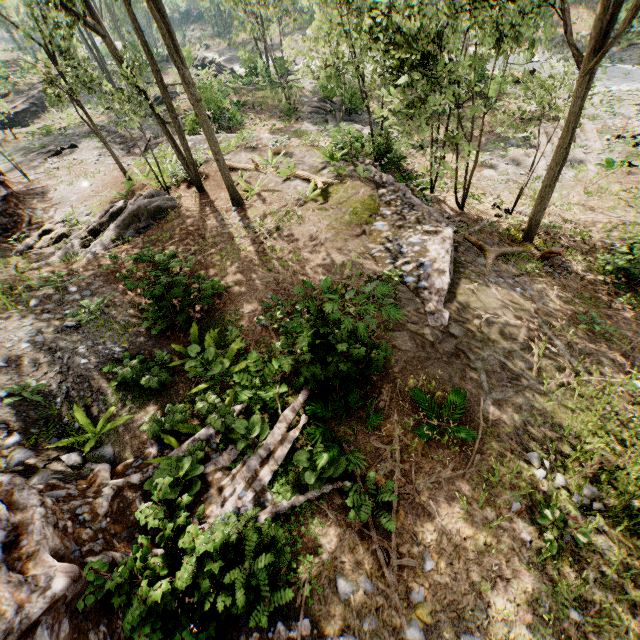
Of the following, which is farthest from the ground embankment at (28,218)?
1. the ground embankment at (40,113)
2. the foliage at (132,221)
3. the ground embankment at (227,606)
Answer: the ground embankment at (40,113)

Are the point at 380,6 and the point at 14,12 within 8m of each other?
no

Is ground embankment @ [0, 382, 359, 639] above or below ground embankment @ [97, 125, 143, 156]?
above

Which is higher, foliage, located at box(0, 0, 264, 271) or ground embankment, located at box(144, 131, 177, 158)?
foliage, located at box(0, 0, 264, 271)

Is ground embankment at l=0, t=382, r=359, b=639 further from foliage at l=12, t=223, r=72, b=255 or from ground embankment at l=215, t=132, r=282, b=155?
ground embankment at l=215, t=132, r=282, b=155

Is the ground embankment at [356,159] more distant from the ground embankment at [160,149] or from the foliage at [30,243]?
the ground embankment at [160,149]

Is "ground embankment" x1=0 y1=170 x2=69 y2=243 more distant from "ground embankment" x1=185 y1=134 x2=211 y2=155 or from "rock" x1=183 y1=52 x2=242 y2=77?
"rock" x1=183 y1=52 x2=242 y2=77

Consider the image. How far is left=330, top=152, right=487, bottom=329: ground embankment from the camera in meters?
10.0 m
